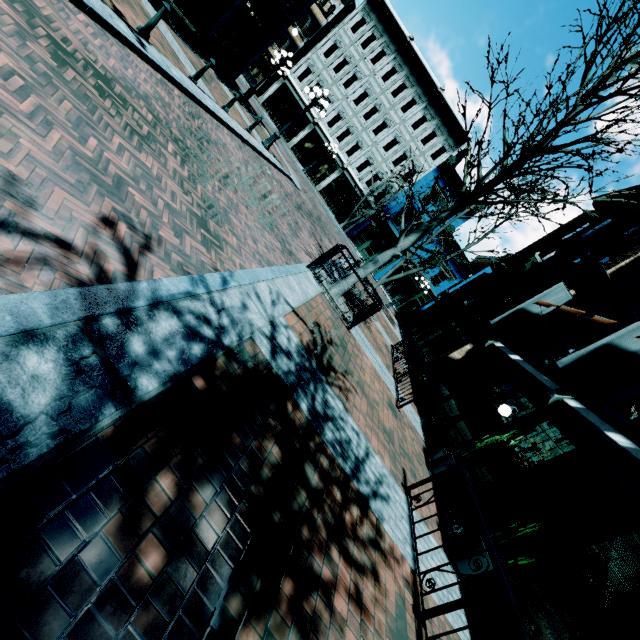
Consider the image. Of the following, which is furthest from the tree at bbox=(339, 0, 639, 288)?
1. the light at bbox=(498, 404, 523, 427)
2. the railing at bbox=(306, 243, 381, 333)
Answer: the light at bbox=(498, 404, 523, 427)

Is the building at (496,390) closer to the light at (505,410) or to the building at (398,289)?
the light at (505,410)

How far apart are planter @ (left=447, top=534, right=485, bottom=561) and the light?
3.7 meters

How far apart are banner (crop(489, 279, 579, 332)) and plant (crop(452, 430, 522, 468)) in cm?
680

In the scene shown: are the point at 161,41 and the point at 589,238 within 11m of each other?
no

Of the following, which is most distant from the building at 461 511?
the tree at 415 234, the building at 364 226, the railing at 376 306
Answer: the building at 364 226

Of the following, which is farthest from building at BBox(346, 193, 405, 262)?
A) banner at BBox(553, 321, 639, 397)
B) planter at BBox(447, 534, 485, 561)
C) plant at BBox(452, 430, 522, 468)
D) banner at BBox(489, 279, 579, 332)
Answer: planter at BBox(447, 534, 485, 561)

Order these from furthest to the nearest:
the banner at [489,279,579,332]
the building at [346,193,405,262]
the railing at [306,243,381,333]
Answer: the building at [346,193,405,262] < the banner at [489,279,579,332] < the railing at [306,243,381,333]
